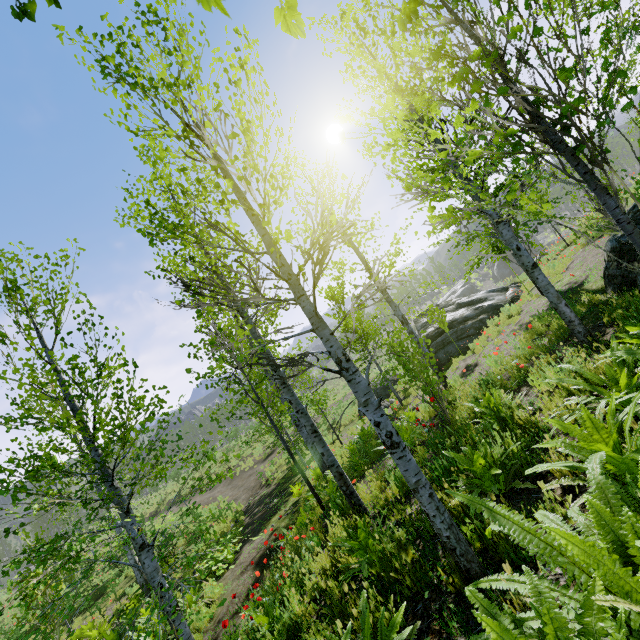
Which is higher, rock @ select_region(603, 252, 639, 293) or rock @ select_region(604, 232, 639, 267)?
rock @ select_region(604, 232, 639, 267)

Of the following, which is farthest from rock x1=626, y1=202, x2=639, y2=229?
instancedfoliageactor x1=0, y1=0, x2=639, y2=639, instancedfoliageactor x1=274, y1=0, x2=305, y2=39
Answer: instancedfoliageactor x1=0, y1=0, x2=639, y2=639

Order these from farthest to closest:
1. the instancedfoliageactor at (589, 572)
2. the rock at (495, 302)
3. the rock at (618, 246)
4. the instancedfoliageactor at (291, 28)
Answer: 1. the rock at (495, 302)
2. the rock at (618, 246)
3. the instancedfoliageactor at (589, 572)
4. the instancedfoliageactor at (291, 28)

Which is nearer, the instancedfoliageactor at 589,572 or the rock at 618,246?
the instancedfoliageactor at 589,572

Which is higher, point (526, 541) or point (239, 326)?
point (239, 326)

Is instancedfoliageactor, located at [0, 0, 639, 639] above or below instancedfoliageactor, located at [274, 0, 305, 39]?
below

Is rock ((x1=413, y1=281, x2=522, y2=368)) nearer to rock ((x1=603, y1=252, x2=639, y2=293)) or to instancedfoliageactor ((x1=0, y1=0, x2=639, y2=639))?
instancedfoliageactor ((x1=0, y1=0, x2=639, y2=639))

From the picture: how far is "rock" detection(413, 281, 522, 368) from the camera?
14.69m
